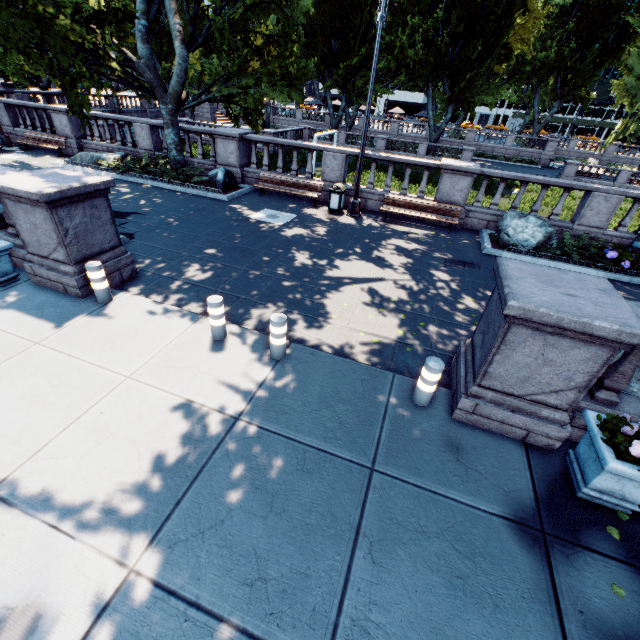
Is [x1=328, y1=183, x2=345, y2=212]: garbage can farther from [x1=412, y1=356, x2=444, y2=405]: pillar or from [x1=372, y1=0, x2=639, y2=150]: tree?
[x1=412, y1=356, x2=444, y2=405]: pillar

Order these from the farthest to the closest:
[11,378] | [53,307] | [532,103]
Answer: [532,103] → [53,307] → [11,378]

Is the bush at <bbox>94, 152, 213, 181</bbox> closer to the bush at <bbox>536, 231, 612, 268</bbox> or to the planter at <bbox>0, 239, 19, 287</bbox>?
the planter at <bbox>0, 239, 19, 287</bbox>

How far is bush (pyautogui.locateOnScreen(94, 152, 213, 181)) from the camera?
14.23m

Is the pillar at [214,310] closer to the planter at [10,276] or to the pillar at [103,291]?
the pillar at [103,291]

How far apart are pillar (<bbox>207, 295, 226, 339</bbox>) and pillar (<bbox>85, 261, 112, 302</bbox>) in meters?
2.4

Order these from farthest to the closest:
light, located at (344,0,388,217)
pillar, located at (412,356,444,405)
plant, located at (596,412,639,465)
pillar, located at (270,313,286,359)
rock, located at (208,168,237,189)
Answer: rock, located at (208,168,237,189)
light, located at (344,0,388,217)
pillar, located at (270,313,286,359)
pillar, located at (412,356,444,405)
plant, located at (596,412,639,465)

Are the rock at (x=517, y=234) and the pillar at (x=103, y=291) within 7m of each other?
no
